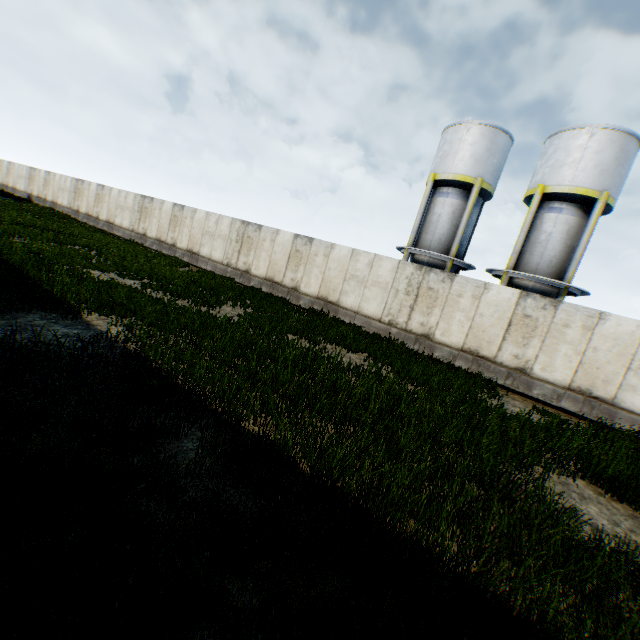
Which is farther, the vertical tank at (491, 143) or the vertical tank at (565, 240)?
the vertical tank at (491, 143)

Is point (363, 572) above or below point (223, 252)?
below

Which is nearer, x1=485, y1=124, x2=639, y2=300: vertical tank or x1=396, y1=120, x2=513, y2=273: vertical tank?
x1=485, y1=124, x2=639, y2=300: vertical tank

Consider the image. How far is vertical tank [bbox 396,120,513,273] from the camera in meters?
18.2 m

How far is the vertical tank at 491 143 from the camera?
18.2m
